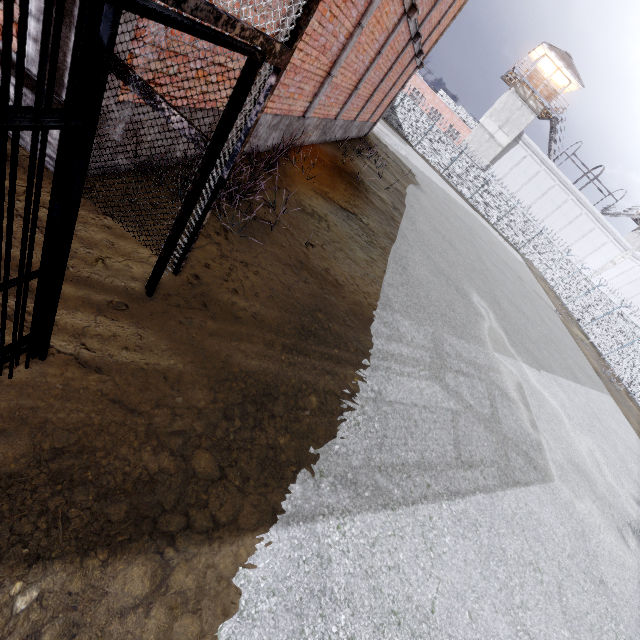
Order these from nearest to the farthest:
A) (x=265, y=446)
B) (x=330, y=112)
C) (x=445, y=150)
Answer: (x=265, y=446), (x=330, y=112), (x=445, y=150)

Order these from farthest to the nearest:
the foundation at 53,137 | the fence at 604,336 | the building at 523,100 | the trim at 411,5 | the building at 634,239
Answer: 1. the building at 634,239
2. the building at 523,100
3. the fence at 604,336
4. the trim at 411,5
5. the foundation at 53,137

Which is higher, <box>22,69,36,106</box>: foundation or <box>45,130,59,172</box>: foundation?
<box>22,69,36,106</box>: foundation

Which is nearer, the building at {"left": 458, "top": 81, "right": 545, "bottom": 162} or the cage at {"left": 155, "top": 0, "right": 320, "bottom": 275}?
the cage at {"left": 155, "top": 0, "right": 320, "bottom": 275}

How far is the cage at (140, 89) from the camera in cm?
234

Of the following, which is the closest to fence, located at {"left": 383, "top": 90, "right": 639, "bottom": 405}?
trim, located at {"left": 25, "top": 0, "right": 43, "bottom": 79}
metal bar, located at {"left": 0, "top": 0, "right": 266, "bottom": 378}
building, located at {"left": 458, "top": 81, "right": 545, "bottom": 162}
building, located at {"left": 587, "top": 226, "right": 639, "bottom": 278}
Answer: building, located at {"left": 458, "top": 81, "right": 545, "bottom": 162}

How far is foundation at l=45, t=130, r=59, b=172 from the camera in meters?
3.0 m
